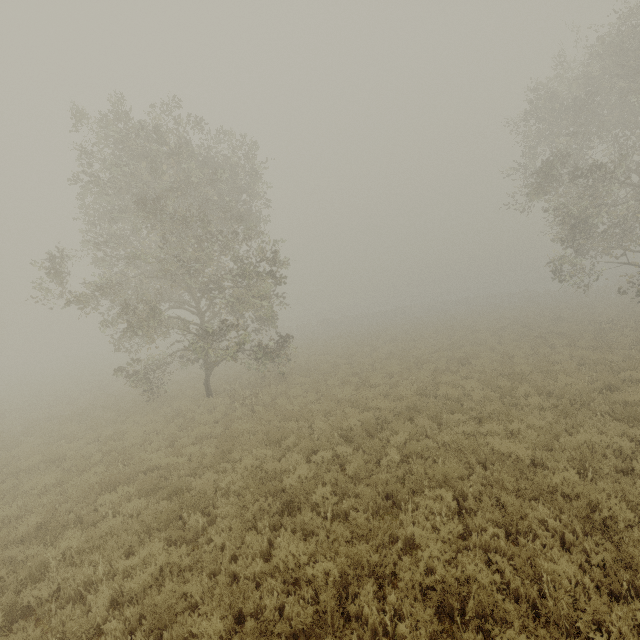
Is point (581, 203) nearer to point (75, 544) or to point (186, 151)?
point (186, 151)
